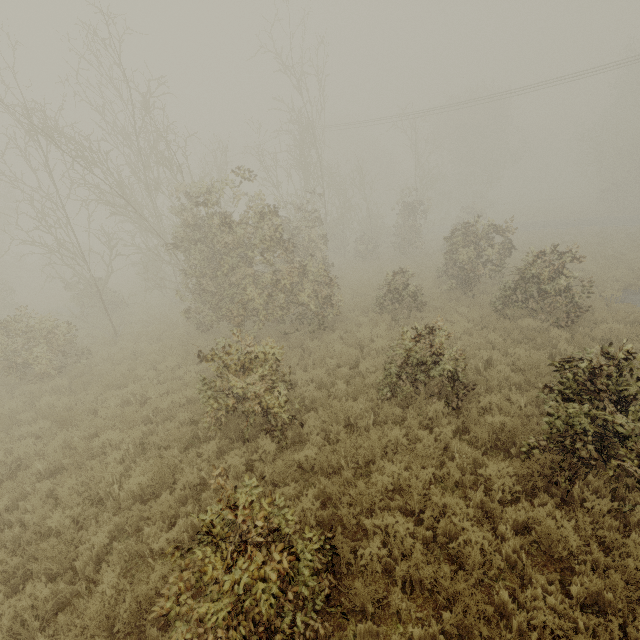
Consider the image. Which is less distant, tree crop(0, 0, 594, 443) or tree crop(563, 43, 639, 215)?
tree crop(0, 0, 594, 443)

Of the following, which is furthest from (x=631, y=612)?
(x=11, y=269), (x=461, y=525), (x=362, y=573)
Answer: (x=11, y=269)

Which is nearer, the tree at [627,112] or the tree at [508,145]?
the tree at [508,145]
